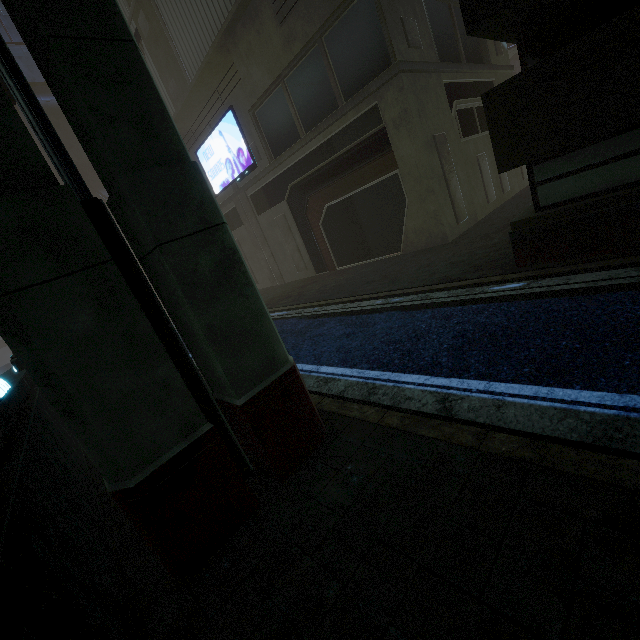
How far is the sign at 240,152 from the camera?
17.16m

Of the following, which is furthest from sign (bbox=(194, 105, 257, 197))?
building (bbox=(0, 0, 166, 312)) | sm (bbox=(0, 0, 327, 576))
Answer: sm (bbox=(0, 0, 327, 576))

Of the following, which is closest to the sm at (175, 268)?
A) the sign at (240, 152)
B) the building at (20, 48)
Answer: the building at (20, 48)

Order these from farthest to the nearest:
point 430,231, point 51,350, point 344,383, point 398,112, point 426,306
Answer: point 430,231, point 398,112, point 426,306, point 344,383, point 51,350

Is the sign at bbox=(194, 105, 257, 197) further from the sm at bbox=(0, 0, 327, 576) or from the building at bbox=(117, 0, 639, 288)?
the sm at bbox=(0, 0, 327, 576)
